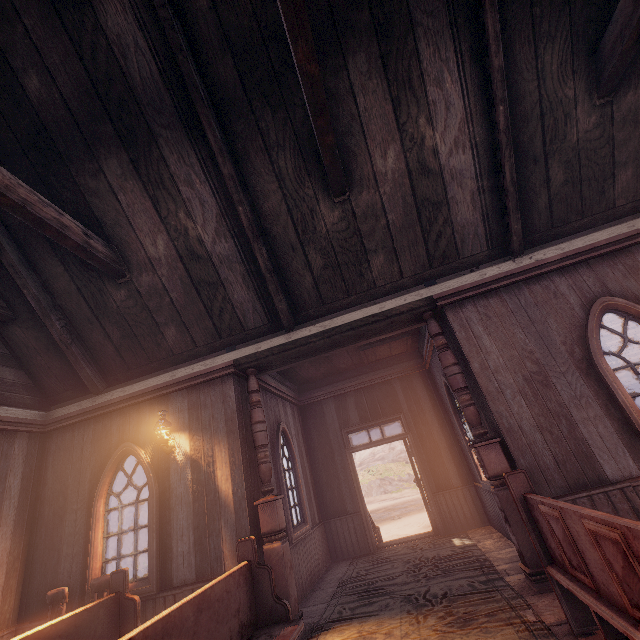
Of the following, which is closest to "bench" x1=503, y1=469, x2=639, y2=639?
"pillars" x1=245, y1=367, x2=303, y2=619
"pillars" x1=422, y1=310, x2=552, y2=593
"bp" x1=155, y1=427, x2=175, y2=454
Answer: "pillars" x1=422, y1=310, x2=552, y2=593

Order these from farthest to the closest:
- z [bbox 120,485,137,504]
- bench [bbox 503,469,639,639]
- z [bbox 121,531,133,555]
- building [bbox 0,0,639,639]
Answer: z [bbox 120,485,137,504] → z [bbox 121,531,133,555] → building [bbox 0,0,639,639] → bench [bbox 503,469,639,639]

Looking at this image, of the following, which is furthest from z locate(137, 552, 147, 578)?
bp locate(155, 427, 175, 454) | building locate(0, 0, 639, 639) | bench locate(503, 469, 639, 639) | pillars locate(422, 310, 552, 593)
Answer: bp locate(155, 427, 175, 454)

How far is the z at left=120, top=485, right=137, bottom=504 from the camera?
28.0 meters

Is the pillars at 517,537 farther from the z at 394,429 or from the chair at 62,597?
the chair at 62,597

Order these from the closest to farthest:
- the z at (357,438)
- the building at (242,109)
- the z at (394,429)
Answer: the building at (242,109) → the z at (394,429) → the z at (357,438)

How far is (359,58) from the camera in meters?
4.5
